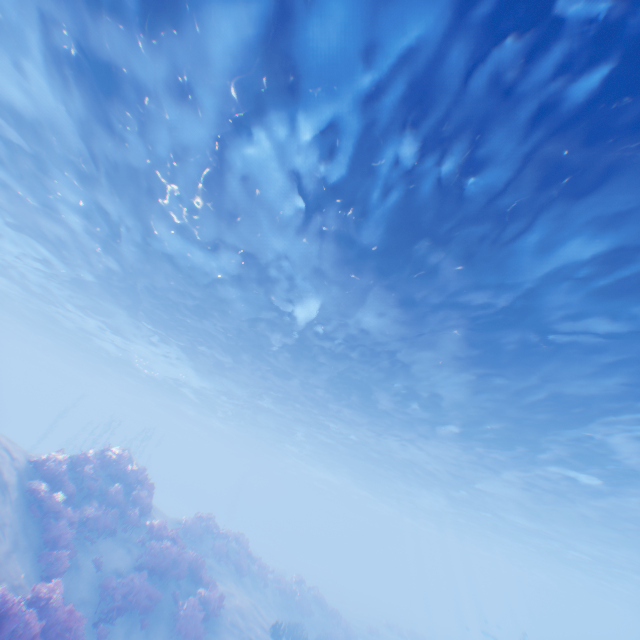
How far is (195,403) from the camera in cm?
4312

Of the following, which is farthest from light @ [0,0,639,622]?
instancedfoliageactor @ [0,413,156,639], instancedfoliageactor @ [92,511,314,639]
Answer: instancedfoliageactor @ [0,413,156,639]

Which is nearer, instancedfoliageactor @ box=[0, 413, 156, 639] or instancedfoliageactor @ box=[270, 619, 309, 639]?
instancedfoliageactor @ box=[0, 413, 156, 639]

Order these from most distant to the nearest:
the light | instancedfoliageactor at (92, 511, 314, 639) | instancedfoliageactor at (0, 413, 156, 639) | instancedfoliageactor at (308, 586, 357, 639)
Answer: →
1. instancedfoliageactor at (308, 586, 357, 639)
2. instancedfoliageactor at (92, 511, 314, 639)
3. instancedfoliageactor at (0, 413, 156, 639)
4. the light

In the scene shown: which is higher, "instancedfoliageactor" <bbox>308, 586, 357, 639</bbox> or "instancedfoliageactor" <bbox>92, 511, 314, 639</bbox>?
"instancedfoliageactor" <bbox>92, 511, 314, 639</bbox>

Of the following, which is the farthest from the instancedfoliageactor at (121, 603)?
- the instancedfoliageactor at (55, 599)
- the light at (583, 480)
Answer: the light at (583, 480)

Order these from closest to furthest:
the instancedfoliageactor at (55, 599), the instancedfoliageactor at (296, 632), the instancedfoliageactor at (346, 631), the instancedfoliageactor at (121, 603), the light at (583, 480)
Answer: the light at (583, 480), the instancedfoliageactor at (55, 599), the instancedfoliageactor at (121, 603), the instancedfoliageactor at (296, 632), the instancedfoliageactor at (346, 631)
